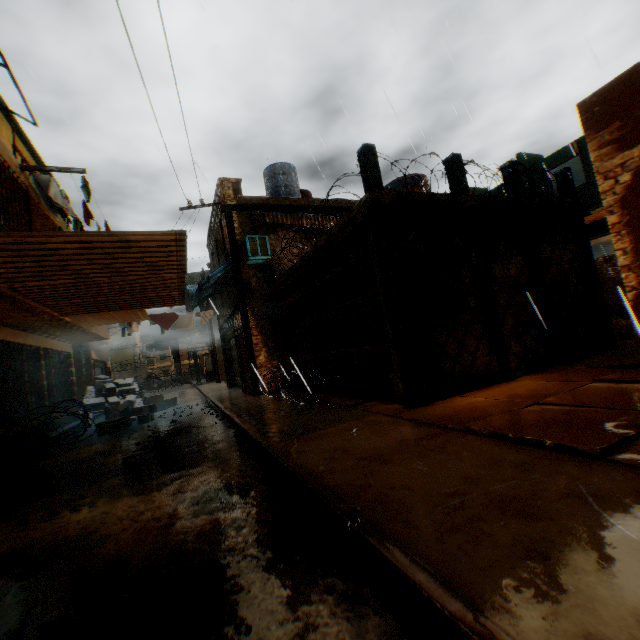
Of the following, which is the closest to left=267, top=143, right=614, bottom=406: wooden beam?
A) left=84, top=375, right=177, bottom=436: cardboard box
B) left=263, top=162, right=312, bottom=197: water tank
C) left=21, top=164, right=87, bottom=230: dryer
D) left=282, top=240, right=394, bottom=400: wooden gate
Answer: left=282, top=240, right=394, bottom=400: wooden gate

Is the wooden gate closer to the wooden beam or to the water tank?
the wooden beam

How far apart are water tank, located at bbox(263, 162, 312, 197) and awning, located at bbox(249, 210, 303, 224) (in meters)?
2.20

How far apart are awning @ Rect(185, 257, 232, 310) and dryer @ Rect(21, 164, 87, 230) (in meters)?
2.71

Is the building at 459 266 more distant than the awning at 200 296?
No

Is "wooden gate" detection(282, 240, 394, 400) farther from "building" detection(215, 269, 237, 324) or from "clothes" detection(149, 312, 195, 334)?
"clothes" detection(149, 312, 195, 334)

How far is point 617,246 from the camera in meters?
4.6 m

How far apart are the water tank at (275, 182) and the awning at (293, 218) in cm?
220
